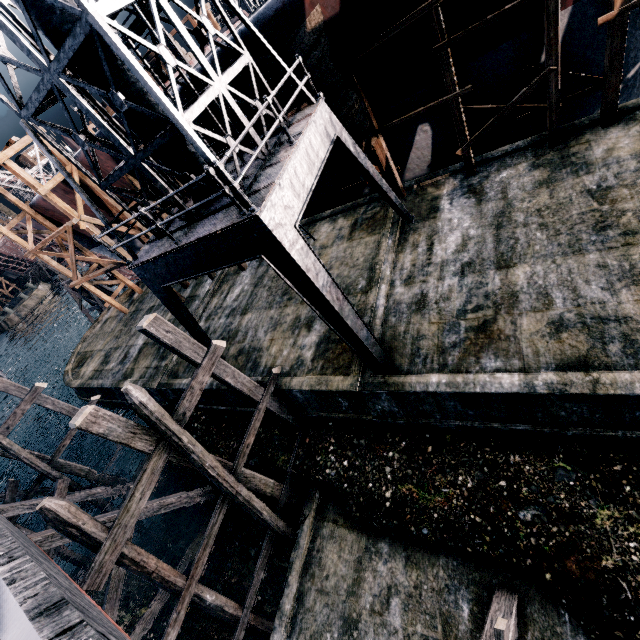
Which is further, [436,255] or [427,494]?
[436,255]

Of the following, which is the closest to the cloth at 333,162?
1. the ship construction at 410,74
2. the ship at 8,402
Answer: the ship construction at 410,74

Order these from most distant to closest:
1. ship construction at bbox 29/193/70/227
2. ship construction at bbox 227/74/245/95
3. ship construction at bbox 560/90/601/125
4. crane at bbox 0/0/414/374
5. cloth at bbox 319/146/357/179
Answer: ship construction at bbox 29/193/70/227
cloth at bbox 319/146/357/179
ship construction at bbox 560/90/601/125
ship construction at bbox 227/74/245/95
crane at bbox 0/0/414/374

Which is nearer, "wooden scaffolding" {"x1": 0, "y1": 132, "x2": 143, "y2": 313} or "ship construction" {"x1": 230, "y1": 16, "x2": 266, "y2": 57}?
"ship construction" {"x1": 230, "y1": 16, "x2": 266, "y2": 57}

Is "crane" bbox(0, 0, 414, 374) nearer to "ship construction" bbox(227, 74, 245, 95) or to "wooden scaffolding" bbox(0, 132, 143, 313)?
"ship construction" bbox(227, 74, 245, 95)

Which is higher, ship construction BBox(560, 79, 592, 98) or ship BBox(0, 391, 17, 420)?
ship construction BBox(560, 79, 592, 98)

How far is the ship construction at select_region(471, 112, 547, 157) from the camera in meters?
13.6 m

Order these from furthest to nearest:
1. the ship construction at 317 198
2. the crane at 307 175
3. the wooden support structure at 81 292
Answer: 1. the wooden support structure at 81 292
2. the ship construction at 317 198
3. the crane at 307 175
